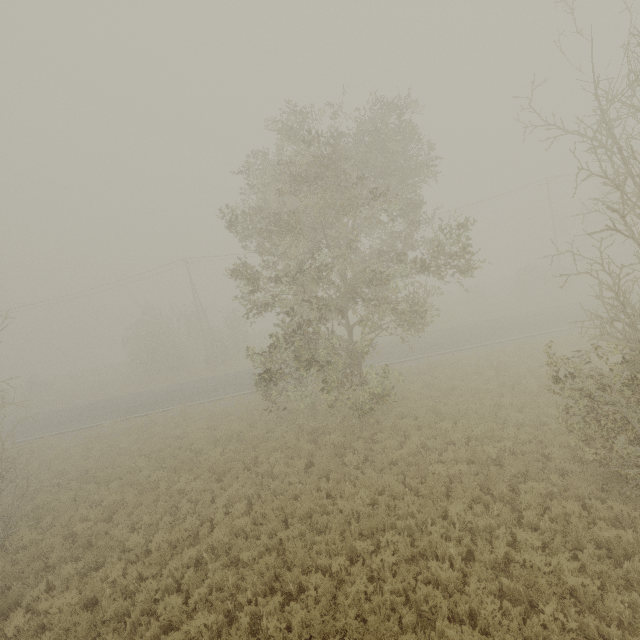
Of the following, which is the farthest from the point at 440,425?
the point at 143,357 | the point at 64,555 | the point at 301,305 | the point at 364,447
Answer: the point at 143,357
